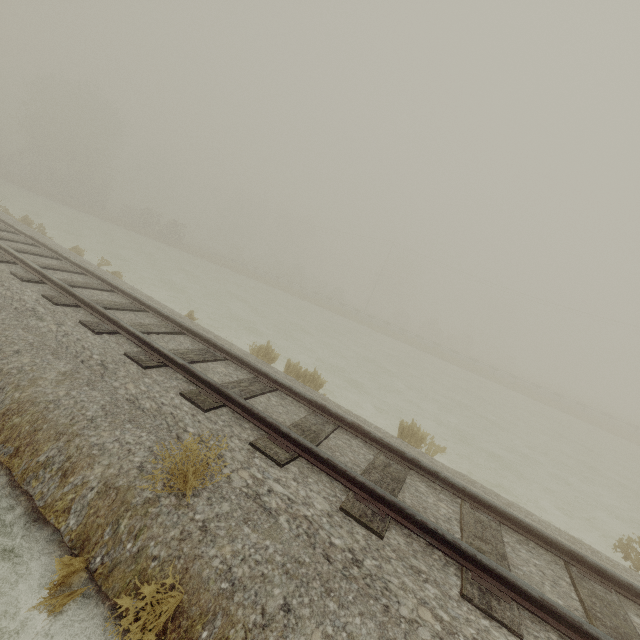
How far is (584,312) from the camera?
40.5m
